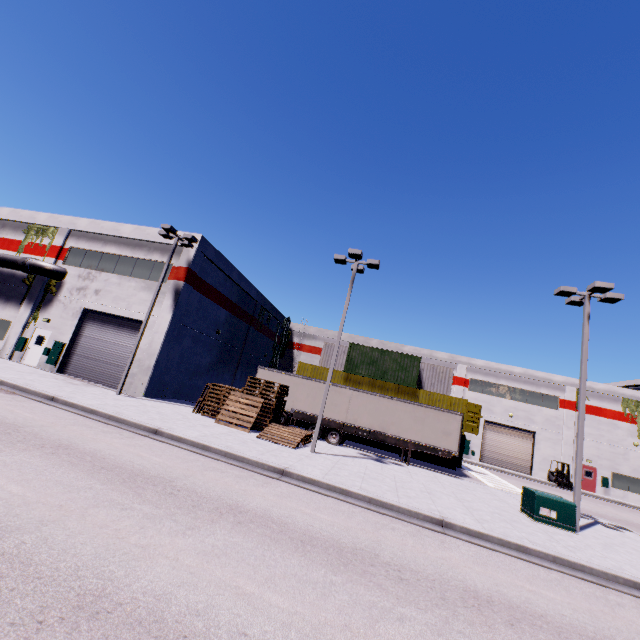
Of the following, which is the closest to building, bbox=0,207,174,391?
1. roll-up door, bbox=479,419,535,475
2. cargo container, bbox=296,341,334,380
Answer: roll-up door, bbox=479,419,535,475

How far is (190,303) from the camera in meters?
22.0

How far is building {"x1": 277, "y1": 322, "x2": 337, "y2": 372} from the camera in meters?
40.6

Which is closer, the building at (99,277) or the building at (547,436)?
the building at (99,277)

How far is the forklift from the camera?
29.95m

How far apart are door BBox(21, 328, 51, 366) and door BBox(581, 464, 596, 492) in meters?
47.7

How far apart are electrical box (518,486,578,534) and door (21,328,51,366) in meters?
28.5 m

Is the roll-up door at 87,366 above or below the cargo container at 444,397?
below
